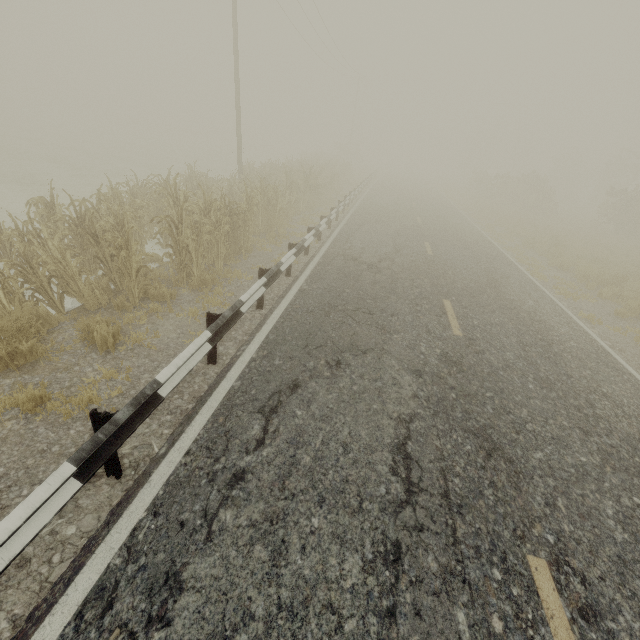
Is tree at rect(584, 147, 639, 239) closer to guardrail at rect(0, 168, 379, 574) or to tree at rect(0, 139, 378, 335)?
guardrail at rect(0, 168, 379, 574)

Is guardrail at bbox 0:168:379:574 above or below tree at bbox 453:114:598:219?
below

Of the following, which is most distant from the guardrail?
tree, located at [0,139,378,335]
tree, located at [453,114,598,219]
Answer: tree, located at [453,114,598,219]

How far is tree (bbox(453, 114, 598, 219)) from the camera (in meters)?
28.75

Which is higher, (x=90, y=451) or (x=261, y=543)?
(x=90, y=451)

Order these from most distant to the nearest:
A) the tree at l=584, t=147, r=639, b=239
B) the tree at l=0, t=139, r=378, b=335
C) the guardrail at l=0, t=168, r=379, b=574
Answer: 1. the tree at l=584, t=147, r=639, b=239
2. the tree at l=0, t=139, r=378, b=335
3. the guardrail at l=0, t=168, r=379, b=574

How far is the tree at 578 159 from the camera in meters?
28.8

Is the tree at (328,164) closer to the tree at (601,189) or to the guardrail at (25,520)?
the guardrail at (25,520)
